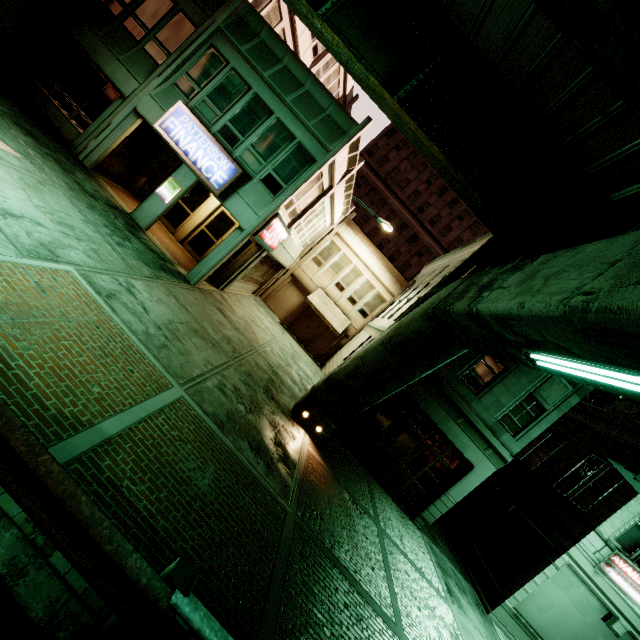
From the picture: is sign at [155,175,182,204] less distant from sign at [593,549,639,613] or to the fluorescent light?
the fluorescent light

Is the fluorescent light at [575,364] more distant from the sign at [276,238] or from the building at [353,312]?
the sign at [276,238]

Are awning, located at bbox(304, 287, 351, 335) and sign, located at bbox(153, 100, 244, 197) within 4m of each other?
no

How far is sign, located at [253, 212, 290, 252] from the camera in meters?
12.9 m

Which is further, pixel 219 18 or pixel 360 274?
pixel 360 274

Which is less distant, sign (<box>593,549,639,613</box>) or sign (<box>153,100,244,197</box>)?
sign (<box>593,549,639,613</box>)

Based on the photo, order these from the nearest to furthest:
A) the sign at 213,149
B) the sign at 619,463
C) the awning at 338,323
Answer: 1. the sign at 619,463
2. the sign at 213,149
3. the awning at 338,323

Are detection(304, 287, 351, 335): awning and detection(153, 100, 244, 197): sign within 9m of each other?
no
